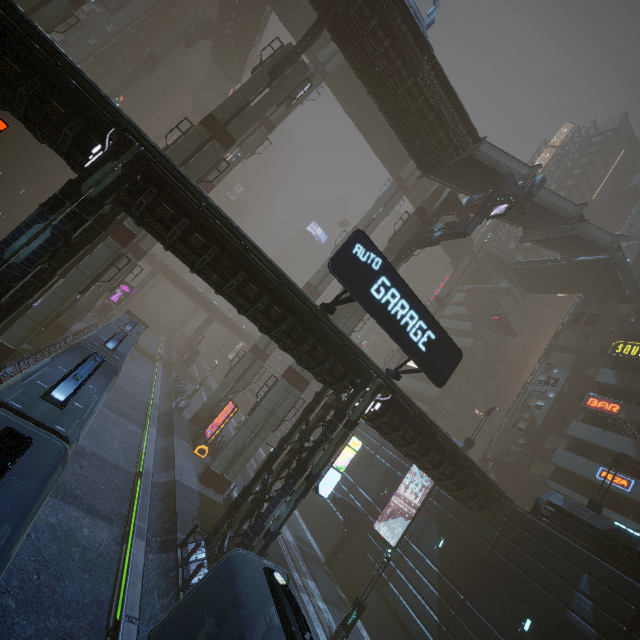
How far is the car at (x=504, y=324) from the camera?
43.5m

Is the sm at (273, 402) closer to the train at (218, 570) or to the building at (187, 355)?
the building at (187, 355)

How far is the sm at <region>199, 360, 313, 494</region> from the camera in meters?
22.7 m

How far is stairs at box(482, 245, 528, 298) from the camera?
42.4 meters

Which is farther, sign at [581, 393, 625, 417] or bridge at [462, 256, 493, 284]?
bridge at [462, 256, 493, 284]

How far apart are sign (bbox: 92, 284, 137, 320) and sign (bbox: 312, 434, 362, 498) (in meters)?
39.77

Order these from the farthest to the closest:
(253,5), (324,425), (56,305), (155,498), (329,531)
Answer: (253,5), (329,531), (155,498), (56,305), (324,425)
